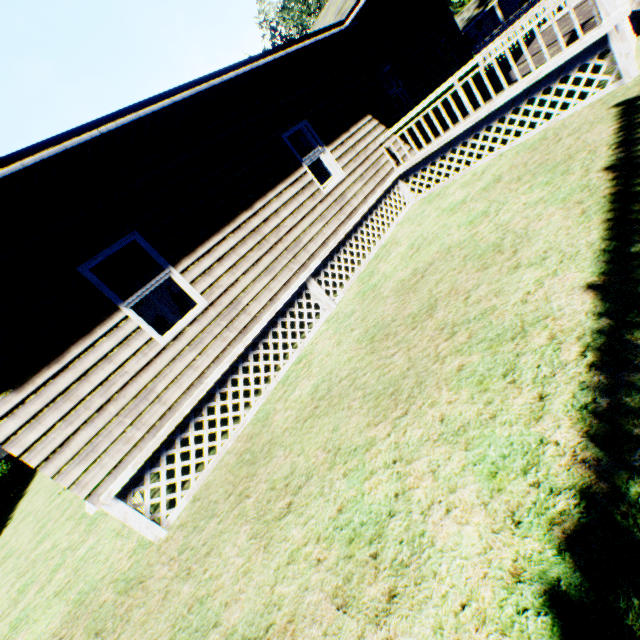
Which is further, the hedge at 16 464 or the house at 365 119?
the hedge at 16 464

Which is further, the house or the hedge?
the hedge

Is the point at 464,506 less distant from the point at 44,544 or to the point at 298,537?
the point at 298,537
